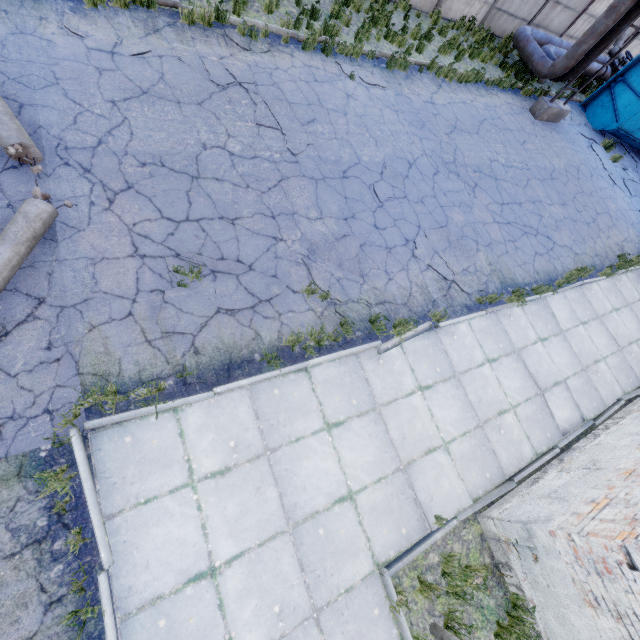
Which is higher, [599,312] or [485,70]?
[485,70]

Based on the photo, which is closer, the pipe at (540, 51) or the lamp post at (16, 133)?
the lamp post at (16, 133)

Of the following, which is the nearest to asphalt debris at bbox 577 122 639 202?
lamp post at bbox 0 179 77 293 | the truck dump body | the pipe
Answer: the truck dump body

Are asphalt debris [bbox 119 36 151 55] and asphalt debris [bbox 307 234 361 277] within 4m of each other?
no

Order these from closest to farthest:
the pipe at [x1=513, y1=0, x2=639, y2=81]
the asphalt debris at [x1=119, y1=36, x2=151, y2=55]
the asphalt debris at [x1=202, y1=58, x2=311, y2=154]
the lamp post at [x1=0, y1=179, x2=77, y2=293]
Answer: the lamp post at [x1=0, y1=179, x2=77, y2=293], the asphalt debris at [x1=119, y1=36, x2=151, y2=55], the asphalt debris at [x1=202, y1=58, x2=311, y2=154], the pipe at [x1=513, y1=0, x2=639, y2=81]

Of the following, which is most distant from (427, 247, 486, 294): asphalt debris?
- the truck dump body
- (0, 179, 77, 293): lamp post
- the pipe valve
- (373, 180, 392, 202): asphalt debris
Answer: the pipe valve

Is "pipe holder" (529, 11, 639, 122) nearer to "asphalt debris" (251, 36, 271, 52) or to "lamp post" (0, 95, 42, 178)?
"asphalt debris" (251, 36, 271, 52)

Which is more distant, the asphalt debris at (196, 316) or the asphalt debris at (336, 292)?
the asphalt debris at (336, 292)
